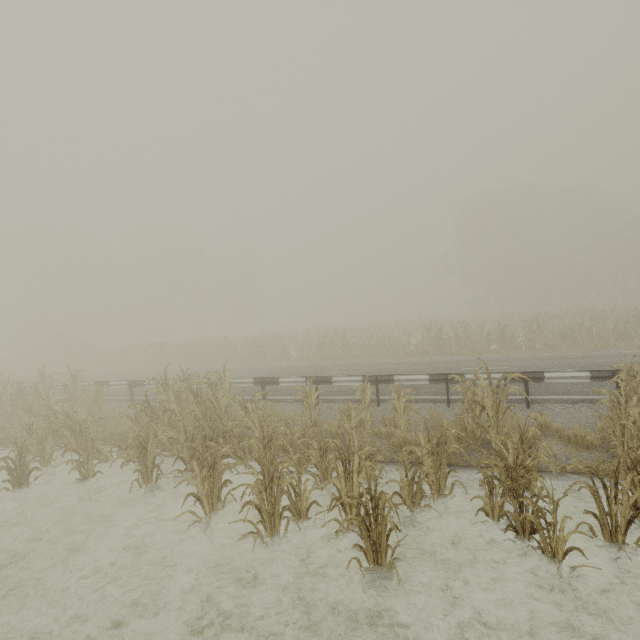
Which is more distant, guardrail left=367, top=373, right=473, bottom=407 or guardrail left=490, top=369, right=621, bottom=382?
guardrail left=367, top=373, right=473, bottom=407

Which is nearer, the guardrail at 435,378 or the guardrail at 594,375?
the guardrail at 594,375

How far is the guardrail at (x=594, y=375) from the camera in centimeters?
827cm

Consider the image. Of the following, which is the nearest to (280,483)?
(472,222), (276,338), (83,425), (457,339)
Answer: (83,425)

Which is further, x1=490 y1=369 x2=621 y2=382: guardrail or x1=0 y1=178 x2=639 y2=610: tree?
x1=490 y1=369 x2=621 y2=382: guardrail

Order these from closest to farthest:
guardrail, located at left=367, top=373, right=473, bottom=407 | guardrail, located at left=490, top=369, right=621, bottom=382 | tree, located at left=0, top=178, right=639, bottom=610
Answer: tree, located at left=0, top=178, right=639, bottom=610, guardrail, located at left=490, top=369, right=621, bottom=382, guardrail, located at left=367, top=373, right=473, bottom=407

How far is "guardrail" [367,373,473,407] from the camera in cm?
931
